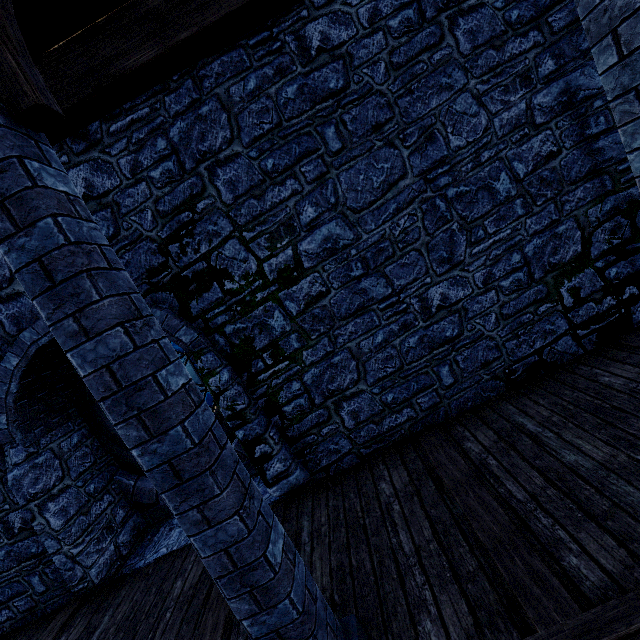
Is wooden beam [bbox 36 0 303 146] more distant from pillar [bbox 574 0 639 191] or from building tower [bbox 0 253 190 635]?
pillar [bbox 574 0 639 191]

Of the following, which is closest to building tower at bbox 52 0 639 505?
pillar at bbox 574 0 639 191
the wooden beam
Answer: the wooden beam

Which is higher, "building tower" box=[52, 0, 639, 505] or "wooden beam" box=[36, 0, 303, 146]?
"wooden beam" box=[36, 0, 303, 146]

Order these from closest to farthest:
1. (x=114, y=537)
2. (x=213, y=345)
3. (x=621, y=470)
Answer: (x=621, y=470) < (x=213, y=345) < (x=114, y=537)

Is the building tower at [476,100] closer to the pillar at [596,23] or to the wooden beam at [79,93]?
the wooden beam at [79,93]

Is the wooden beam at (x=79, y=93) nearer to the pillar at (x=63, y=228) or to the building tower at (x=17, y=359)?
the building tower at (x=17, y=359)

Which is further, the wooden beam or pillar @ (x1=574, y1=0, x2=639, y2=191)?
the wooden beam
